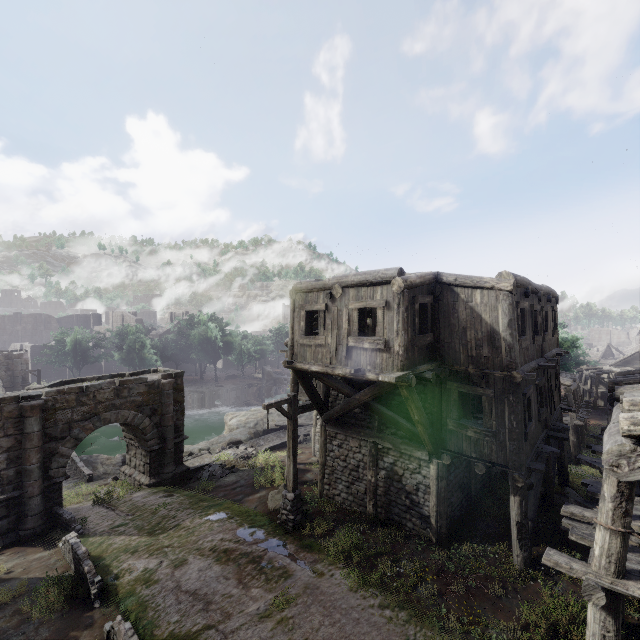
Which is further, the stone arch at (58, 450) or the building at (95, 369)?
the building at (95, 369)

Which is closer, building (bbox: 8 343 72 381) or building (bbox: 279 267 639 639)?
building (bbox: 279 267 639 639)

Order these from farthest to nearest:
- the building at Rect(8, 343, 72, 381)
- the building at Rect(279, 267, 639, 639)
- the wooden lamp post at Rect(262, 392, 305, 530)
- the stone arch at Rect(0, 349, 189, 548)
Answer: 1. the building at Rect(8, 343, 72, 381)
2. the stone arch at Rect(0, 349, 189, 548)
3. the wooden lamp post at Rect(262, 392, 305, 530)
4. the building at Rect(279, 267, 639, 639)

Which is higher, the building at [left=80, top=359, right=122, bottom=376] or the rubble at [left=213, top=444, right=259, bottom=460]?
the building at [left=80, top=359, right=122, bottom=376]

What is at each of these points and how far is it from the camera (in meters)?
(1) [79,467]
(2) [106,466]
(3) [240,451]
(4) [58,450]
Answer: (1) bridge, 21.14
(2) rock, 22.94
(3) rubble, 21.95
(4) stone arch, 13.47

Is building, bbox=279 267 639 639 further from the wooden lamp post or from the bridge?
the bridge

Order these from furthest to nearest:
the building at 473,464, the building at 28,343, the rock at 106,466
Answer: the building at 28,343 < the rock at 106,466 < the building at 473,464

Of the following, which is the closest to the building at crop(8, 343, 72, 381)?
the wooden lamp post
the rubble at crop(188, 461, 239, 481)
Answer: the wooden lamp post
